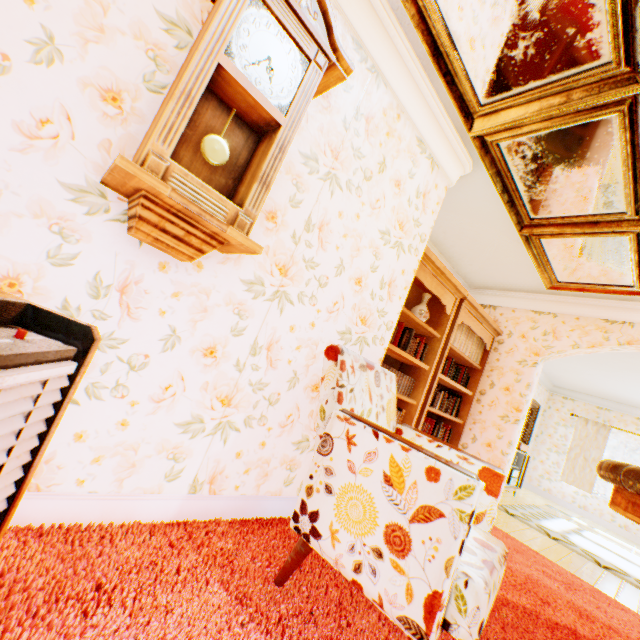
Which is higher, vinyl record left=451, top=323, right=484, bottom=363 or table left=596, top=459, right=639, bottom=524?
vinyl record left=451, top=323, right=484, bottom=363

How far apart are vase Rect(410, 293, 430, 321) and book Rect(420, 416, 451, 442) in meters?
1.1 m

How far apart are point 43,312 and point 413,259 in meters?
2.4 m

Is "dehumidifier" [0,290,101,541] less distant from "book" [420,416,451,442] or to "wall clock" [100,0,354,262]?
"wall clock" [100,0,354,262]

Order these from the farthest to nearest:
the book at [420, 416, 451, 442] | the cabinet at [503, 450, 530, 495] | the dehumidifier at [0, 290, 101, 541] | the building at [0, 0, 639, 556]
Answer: the cabinet at [503, 450, 530, 495] → the book at [420, 416, 451, 442] → the building at [0, 0, 639, 556] → the dehumidifier at [0, 290, 101, 541]

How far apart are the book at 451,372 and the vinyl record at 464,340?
0.2 meters

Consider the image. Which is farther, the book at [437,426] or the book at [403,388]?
the book at [437,426]

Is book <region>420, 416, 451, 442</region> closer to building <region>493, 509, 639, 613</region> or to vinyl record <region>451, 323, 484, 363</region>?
building <region>493, 509, 639, 613</region>
